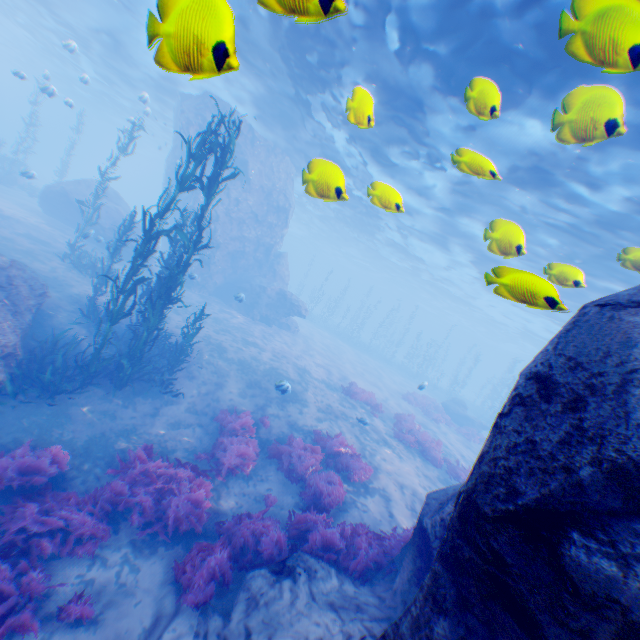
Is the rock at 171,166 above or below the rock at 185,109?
below

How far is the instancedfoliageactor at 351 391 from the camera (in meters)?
17.22

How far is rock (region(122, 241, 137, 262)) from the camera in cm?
2070

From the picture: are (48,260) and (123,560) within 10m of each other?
no

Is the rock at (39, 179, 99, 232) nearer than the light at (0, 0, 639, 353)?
No

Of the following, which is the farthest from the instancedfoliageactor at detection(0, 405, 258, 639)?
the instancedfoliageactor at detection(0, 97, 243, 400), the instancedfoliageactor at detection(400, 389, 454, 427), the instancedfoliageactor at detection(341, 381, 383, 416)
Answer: the instancedfoliageactor at detection(400, 389, 454, 427)

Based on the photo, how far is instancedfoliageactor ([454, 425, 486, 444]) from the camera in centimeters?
2262cm

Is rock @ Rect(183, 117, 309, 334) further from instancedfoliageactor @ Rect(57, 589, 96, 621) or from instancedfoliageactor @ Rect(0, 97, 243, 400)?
instancedfoliageactor @ Rect(0, 97, 243, 400)
